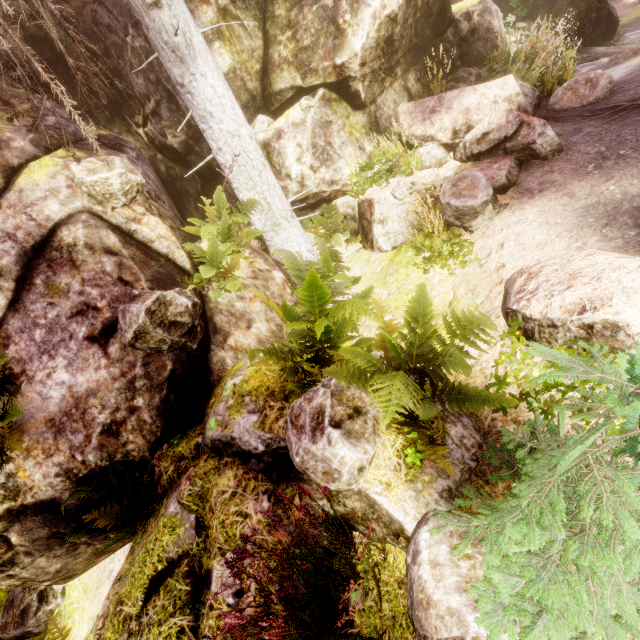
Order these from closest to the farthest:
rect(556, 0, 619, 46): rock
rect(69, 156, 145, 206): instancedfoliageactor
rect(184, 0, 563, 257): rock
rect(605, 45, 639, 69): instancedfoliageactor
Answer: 1. rect(69, 156, 145, 206): instancedfoliageactor
2. rect(184, 0, 563, 257): rock
3. rect(605, 45, 639, 69): instancedfoliageactor
4. rect(556, 0, 619, 46): rock

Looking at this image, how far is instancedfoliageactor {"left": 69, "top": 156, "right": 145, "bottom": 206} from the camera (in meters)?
4.20

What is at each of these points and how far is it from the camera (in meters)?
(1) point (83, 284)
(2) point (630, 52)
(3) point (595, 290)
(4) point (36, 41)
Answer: (1) rock, 3.80
(2) instancedfoliageactor, 8.74
(3) rock, 2.71
(4) rock, 6.41

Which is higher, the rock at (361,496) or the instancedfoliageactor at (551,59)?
the instancedfoliageactor at (551,59)

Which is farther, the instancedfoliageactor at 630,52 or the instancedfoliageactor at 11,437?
the instancedfoliageactor at 630,52

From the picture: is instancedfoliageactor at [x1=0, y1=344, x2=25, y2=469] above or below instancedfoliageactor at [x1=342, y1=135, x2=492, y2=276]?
above

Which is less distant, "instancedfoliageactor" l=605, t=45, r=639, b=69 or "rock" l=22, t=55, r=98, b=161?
"rock" l=22, t=55, r=98, b=161
